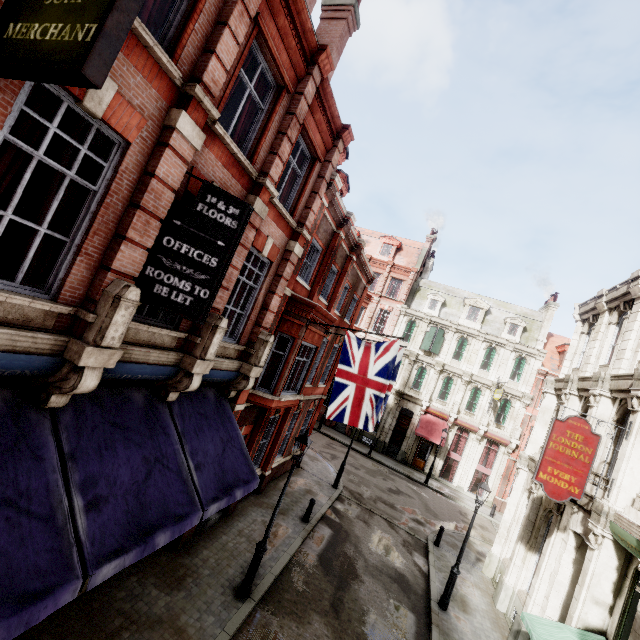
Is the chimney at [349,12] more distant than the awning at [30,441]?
Yes

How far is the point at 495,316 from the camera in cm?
3145

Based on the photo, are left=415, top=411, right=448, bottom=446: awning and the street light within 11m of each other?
no

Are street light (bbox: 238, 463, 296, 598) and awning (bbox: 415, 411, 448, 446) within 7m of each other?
no

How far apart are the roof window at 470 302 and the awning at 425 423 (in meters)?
9.10

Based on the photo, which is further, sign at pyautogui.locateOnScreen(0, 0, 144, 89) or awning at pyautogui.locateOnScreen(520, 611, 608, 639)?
awning at pyautogui.locateOnScreen(520, 611, 608, 639)

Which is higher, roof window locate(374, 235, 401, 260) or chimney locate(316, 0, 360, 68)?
roof window locate(374, 235, 401, 260)

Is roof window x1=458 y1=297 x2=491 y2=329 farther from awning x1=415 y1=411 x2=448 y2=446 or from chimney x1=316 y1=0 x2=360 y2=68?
chimney x1=316 y1=0 x2=360 y2=68
